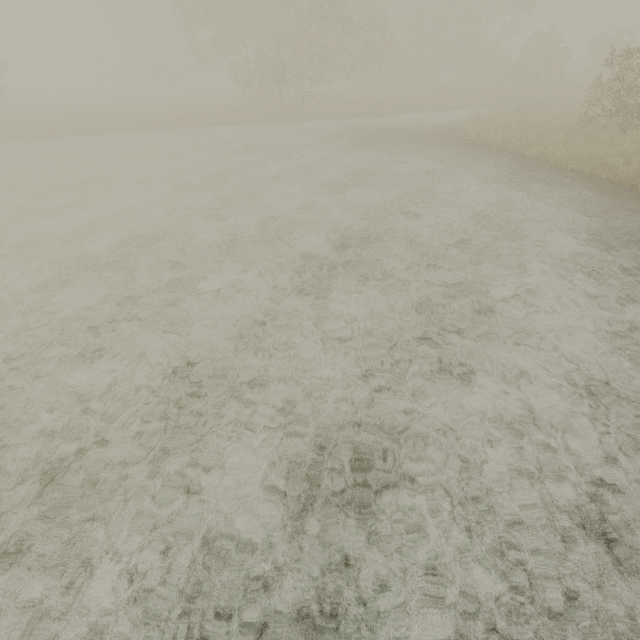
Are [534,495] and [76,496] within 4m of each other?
no
